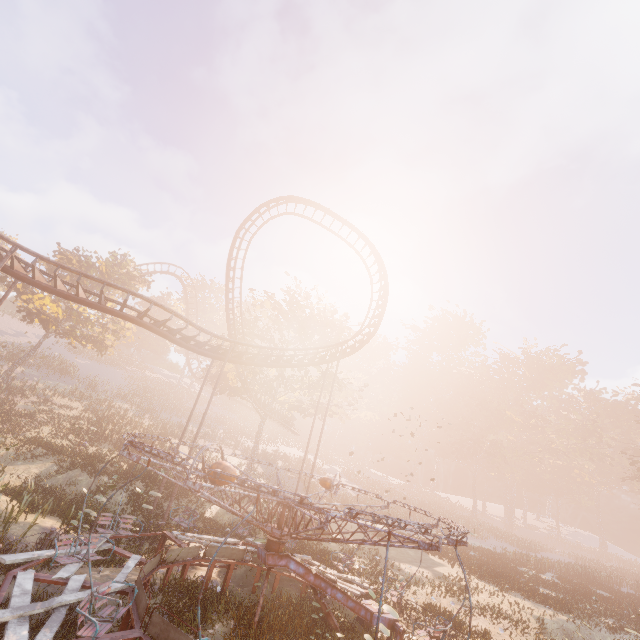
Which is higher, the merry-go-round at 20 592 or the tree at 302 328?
the tree at 302 328

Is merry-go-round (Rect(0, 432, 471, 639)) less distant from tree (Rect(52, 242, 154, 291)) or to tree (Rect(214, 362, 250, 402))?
tree (Rect(214, 362, 250, 402))

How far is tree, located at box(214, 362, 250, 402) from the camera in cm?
2945

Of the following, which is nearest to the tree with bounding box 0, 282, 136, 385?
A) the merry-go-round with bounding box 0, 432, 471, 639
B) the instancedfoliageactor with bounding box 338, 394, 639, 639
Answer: the merry-go-round with bounding box 0, 432, 471, 639

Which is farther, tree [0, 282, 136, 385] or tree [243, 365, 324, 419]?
tree [243, 365, 324, 419]

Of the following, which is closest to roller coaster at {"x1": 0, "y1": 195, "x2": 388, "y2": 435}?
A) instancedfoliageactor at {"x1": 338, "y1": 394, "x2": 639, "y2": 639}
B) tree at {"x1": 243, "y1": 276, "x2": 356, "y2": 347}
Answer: tree at {"x1": 243, "y1": 276, "x2": 356, "y2": 347}

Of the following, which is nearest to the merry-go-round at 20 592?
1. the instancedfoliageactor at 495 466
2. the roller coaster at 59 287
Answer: the roller coaster at 59 287

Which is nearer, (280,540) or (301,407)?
(280,540)
